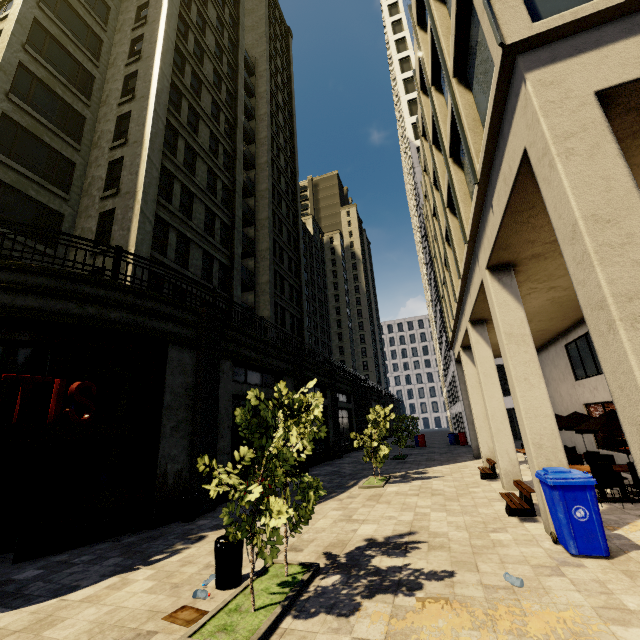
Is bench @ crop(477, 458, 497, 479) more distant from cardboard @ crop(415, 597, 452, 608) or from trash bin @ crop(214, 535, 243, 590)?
trash bin @ crop(214, 535, 243, 590)

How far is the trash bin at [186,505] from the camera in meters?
9.6

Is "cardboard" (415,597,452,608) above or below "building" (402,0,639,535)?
below

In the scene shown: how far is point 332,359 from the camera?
28.39m

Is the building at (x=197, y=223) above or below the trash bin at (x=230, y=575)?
above

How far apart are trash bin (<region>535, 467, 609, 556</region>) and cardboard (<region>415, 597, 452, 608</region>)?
2.78m

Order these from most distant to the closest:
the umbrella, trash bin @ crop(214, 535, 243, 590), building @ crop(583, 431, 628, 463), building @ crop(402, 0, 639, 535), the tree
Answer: building @ crop(583, 431, 628, 463) → the umbrella → trash bin @ crop(214, 535, 243, 590) → the tree → building @ crop(402, 0, 639, 535)

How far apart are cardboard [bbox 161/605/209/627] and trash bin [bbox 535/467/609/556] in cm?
606
